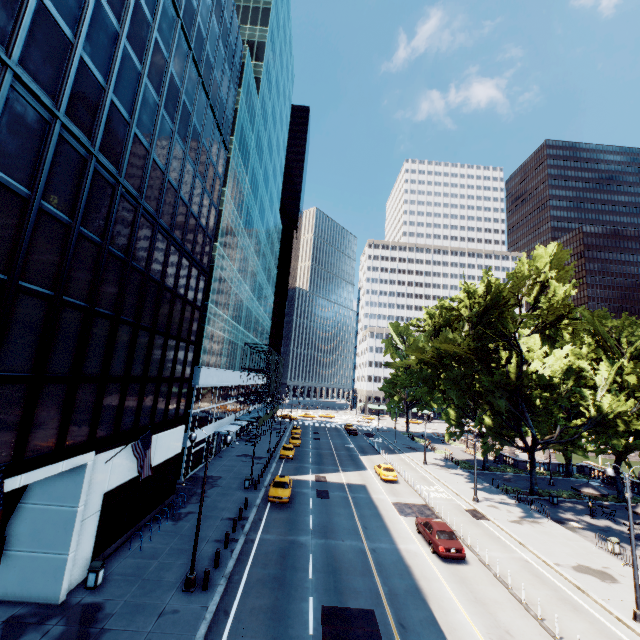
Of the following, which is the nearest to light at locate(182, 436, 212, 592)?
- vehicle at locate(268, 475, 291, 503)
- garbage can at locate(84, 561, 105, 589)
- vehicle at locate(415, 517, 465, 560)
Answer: garbage can at locate(84, 561, 105, 589)

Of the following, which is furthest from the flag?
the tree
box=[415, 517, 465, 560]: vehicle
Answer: the tree

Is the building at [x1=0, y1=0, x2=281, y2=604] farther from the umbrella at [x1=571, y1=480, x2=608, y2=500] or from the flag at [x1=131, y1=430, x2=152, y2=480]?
the umbrella at [x1=571, y1=480, x2=608, y2=500]

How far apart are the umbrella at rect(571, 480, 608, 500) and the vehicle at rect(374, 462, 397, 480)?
17.0 meters

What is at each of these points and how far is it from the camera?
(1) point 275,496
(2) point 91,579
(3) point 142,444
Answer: (1) vehicle, 27.3m
(2) garbage can, 15.1m
(3) flag, 16.9m

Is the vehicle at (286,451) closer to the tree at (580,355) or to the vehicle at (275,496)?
the vehicle at (275,496)

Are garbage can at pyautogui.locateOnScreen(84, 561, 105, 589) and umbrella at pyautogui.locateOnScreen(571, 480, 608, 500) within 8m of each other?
no

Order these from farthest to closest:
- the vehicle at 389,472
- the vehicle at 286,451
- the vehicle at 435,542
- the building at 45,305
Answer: the vehicle at 286,451, the vehicle at 389,472, the vehicle at 435,542, the building at 45,305
